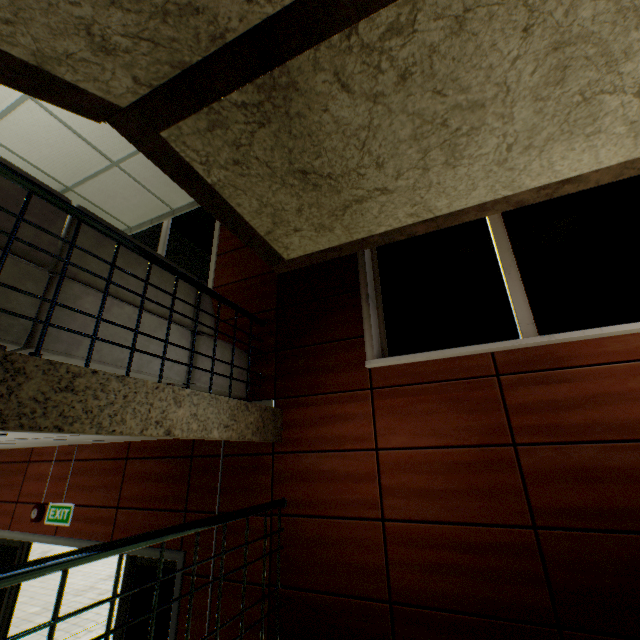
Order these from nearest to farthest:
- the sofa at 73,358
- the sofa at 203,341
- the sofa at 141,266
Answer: the sofa at 73,358
the sofa at 141,266
the sofa at 203,341

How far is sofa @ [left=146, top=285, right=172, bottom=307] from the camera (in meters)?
2.41

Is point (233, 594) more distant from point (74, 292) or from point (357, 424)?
point (74, 292)

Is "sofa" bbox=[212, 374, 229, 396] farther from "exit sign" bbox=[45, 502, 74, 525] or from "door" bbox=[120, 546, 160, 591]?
"exit sign" bbox=[45, 502, 74, 525]

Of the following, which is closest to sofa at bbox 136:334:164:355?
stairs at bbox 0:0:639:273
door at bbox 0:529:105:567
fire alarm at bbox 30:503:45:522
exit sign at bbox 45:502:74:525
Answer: stairs at bbox 0:0:639:273

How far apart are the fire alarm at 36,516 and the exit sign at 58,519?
0.13m

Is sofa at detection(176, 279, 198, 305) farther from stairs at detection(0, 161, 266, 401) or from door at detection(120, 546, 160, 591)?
door at detection(120, 546, 160, 591)

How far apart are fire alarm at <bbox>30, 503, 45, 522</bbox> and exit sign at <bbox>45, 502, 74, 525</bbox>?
0.13m
